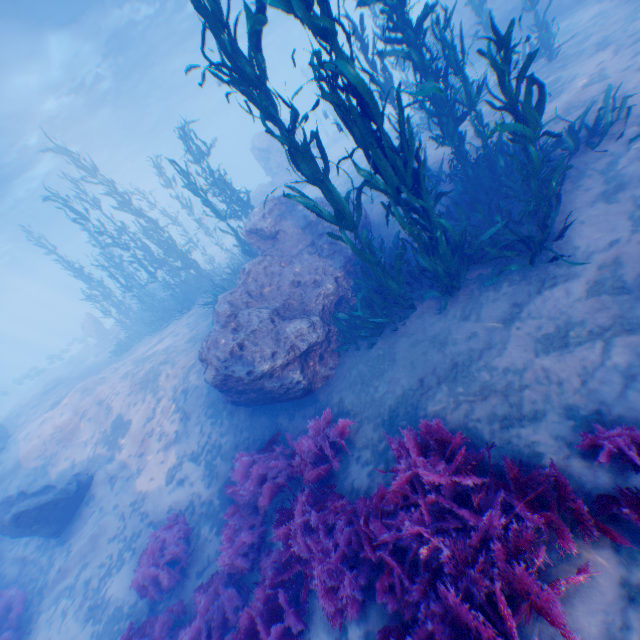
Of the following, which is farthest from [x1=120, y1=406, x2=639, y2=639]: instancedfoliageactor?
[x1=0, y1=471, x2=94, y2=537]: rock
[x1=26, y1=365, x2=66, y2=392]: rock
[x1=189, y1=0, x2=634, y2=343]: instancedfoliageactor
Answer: [x1=26, y1=365, x2=66, y2=392]: rock

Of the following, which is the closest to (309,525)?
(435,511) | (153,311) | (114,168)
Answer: (435,511)

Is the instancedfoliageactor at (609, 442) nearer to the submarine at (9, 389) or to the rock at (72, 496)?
the rock at (72, 496)

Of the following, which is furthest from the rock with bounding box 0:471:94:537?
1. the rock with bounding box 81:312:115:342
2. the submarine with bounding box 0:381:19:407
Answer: the submarine with bounding box 0:381:19:407

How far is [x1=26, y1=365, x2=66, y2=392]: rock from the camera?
30.1 meters

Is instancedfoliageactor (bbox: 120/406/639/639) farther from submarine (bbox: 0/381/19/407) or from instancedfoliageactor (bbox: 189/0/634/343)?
submarine (bbox: 0/381/19/407)

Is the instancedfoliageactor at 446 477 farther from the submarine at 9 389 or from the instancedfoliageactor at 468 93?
the submarine at 9 389

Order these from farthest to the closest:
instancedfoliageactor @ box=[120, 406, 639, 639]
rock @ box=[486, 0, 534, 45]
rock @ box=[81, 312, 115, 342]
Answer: rock @ box=[81, 312, 115, 342]
rock @ box=[486, 0, 534, 45]
instancedfoliageactor @ box=[120, 406, 639, 639]
